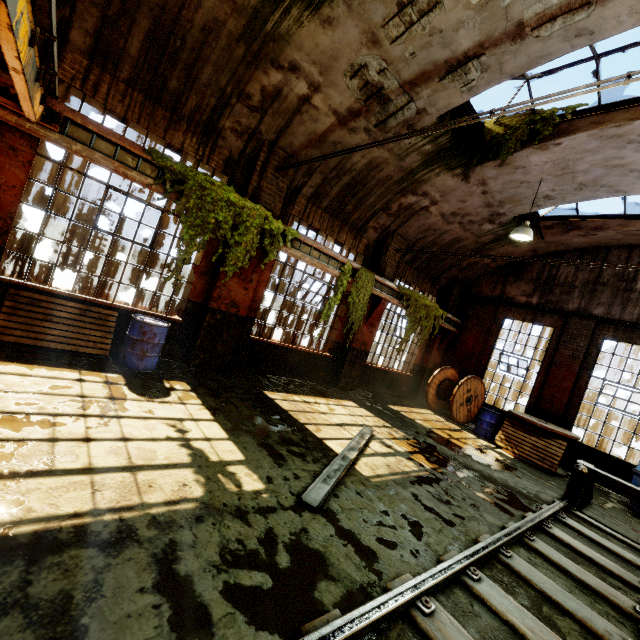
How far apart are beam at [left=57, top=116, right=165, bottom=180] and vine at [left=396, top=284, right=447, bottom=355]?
7.3m

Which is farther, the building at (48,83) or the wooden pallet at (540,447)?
the wooden pallet at (540,447)

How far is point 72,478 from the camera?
2.9 meters

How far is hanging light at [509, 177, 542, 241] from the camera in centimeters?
828cm

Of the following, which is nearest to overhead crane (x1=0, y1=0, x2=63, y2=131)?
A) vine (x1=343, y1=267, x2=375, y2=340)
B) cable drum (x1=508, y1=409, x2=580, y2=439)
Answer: vine (x1=343, y1=267, x2=375, y2=340)

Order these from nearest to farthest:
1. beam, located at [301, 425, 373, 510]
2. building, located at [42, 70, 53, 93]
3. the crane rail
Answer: beam, located at [301, 425, 373, 510], the crane rail, building, located at [42, 70, 53, 93]

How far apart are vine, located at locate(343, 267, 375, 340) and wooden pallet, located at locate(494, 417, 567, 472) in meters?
5.6 m

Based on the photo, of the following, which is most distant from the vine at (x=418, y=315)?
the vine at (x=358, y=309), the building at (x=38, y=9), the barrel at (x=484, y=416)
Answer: the barrel at (x=484, y=416)
